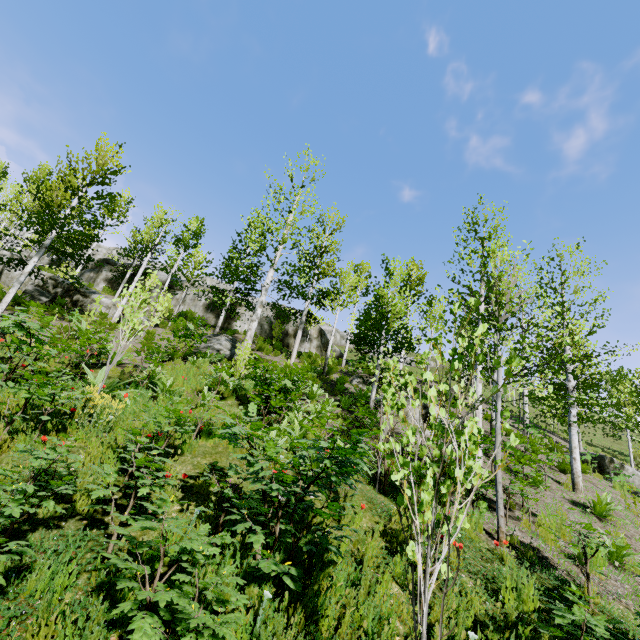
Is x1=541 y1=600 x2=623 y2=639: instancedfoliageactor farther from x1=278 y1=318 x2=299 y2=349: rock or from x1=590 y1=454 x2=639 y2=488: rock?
x1=590 y1=454 x2=639 y2=488: rock

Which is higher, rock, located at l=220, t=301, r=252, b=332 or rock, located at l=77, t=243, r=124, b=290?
rock, located at l=77, t=243, r=124, b=290

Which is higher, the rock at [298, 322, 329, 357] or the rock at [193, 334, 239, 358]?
the rock at [298, 322, 329, 357]

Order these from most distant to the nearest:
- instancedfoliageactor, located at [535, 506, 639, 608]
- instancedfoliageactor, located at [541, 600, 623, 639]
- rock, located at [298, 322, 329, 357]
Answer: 1. rock, located at [298, 322, 329, 357]
2. instancedfoliageactor, located at [535, 506, 639, 608]
3. instancedfoliageactor, located at [541, 600, 623, 639]

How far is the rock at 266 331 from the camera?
25.4m

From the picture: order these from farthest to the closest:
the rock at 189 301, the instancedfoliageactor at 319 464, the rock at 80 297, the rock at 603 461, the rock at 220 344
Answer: the rock at 189 301 < the rock at 80 297 < the rock at 220 344 < the rock at 603 461 < the instancedfoliageactor at 319 464

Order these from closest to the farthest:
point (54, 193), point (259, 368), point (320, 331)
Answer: point (259, 368), point (54, 193), point (320, 331)

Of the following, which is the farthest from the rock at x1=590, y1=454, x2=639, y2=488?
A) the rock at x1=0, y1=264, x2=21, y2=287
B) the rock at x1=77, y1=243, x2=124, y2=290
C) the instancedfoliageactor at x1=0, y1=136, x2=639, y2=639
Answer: the rock at x1=0, y1=264, x2=21, y2=287
